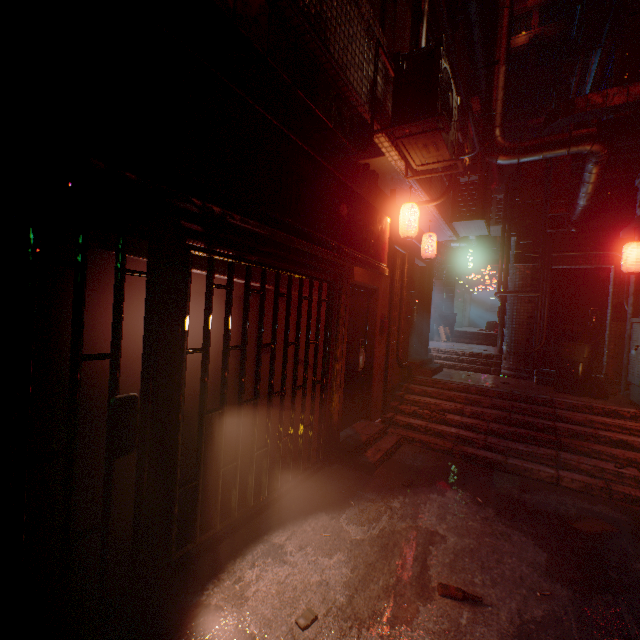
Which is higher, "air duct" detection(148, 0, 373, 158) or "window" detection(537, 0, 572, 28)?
"window" detection(537, 0, 572, 28)

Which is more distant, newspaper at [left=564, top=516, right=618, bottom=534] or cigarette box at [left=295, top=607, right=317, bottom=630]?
newspaper at [left=564, top=516, right=618, bottom=534]

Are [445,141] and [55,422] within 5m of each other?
yes

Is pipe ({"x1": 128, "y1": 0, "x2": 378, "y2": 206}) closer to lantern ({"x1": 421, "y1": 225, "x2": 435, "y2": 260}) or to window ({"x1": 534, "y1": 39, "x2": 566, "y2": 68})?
lantern ({"x1": 421, "y1": 225, "x2": 435, "y2": 260})

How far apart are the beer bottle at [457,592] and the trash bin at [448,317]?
9.73m

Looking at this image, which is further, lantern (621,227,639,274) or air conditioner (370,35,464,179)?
lantern (621,227,639,274)

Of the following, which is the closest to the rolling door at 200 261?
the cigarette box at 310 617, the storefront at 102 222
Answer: the storefront at 102 222

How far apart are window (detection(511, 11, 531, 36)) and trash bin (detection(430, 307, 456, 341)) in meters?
27.5 m
